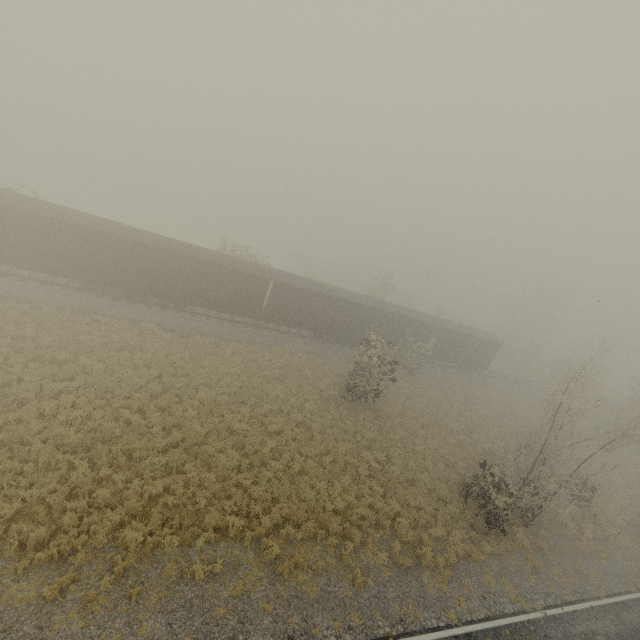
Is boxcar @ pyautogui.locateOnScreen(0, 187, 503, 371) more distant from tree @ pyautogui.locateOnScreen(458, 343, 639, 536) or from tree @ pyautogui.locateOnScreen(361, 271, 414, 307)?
tree @ pyautogui.locateOnScreen(458, 343, 639, 536)

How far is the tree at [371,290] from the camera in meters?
42.8 m

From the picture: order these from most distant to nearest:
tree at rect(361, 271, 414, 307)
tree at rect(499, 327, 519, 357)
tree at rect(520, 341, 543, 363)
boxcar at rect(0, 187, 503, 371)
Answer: tree at rect(499, 327, 519, 357), tree at rect(520, 341, 543, 363), tree at rect(361, 271, 414, 307), boxcar at rect(0, 187, 503, 371)

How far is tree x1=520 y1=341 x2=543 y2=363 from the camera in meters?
52.3 m

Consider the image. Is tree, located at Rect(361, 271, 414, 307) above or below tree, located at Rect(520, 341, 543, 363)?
above

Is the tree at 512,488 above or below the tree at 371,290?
below

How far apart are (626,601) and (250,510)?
18.5m
